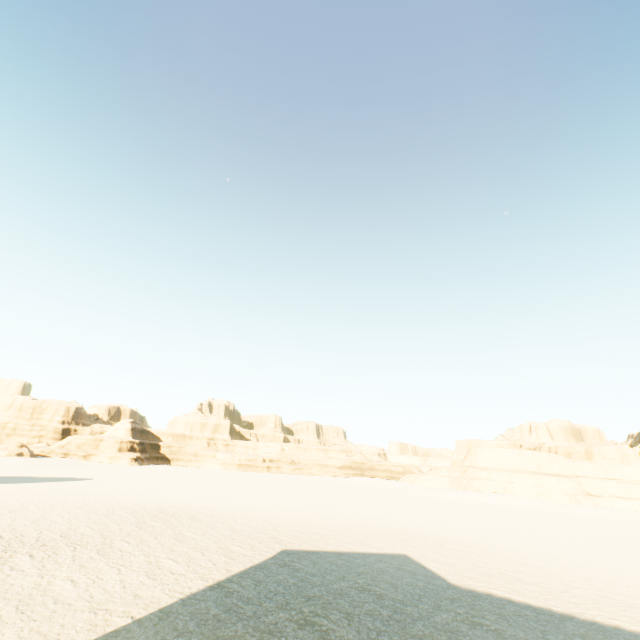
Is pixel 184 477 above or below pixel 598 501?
below
